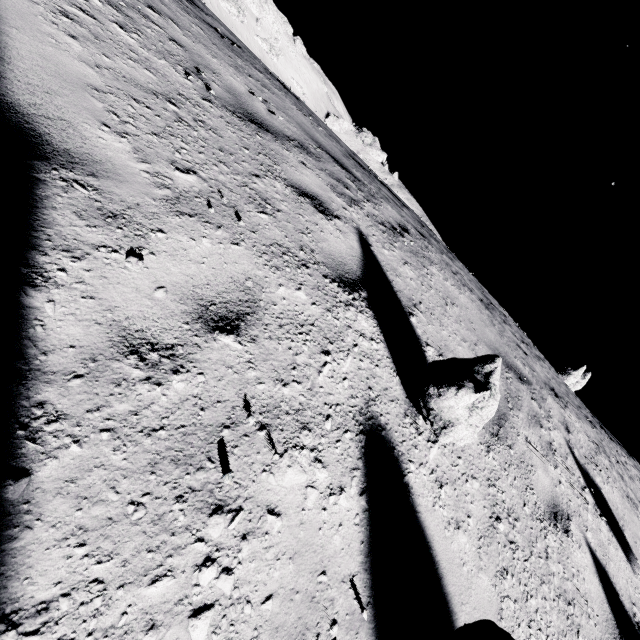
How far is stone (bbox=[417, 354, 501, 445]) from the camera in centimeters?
211cm

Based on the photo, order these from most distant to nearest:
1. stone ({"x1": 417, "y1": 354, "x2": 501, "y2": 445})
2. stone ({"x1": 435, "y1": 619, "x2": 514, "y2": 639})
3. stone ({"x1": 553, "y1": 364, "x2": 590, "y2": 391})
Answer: stone ({"x1": 553, "y1": 364, "x2": 590, "y2": 391}), stone ({"x1": 417, "y1": 354, "x2": 501, "y2": 445}), stone ({"x1": 435, "y1": 619, "x2": 514, "y2": 639})

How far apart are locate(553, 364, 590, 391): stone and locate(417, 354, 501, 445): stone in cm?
2884

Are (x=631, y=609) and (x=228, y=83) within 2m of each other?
no

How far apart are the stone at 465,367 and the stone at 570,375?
28.84m

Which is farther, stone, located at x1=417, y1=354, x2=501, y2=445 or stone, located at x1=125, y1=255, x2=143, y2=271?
stone, located at x1=417, y1=354, x2=501, y2=445

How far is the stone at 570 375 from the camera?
24.8 meters

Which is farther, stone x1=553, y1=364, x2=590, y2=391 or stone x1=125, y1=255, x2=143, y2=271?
stone x1=553, y1=364, x2=590, y2=391
